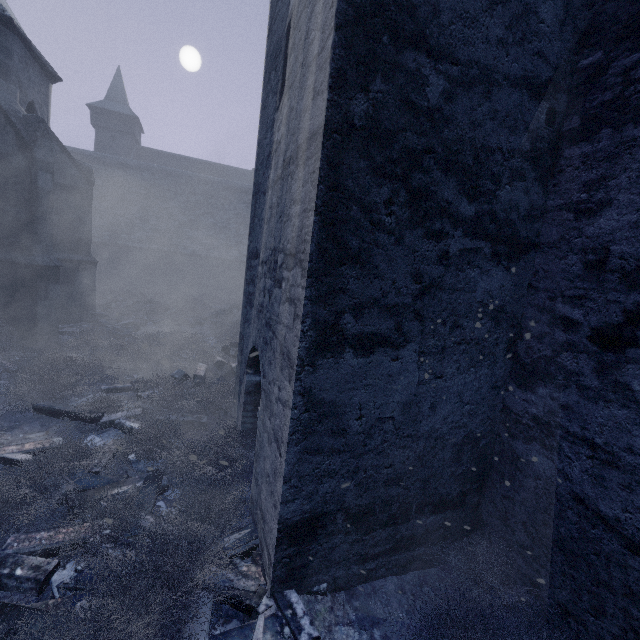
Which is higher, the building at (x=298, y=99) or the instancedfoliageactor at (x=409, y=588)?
the building at (x=298, y=99)

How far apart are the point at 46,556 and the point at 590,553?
4.9m

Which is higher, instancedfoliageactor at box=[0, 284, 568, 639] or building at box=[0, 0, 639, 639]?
building at box=[0, 0, 639, 639]
